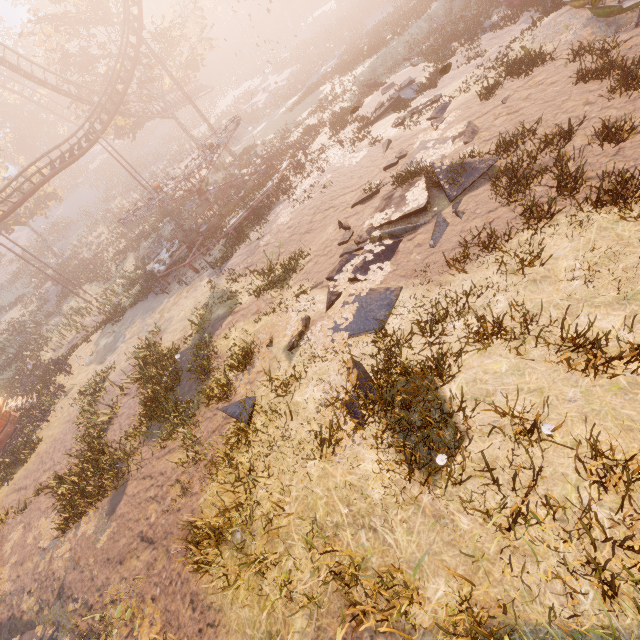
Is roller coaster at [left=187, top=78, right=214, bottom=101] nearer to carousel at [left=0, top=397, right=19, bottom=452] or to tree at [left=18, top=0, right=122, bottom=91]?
tree at [left=18, top=0, right=122, bottom=91]

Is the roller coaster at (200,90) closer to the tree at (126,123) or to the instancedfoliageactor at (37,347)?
the tree at (126,123)

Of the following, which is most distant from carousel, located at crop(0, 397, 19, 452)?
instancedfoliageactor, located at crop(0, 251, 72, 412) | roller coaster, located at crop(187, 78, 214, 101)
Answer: roller coaster, located at crop(187, 78, 214, 101)

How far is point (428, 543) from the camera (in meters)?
3.81

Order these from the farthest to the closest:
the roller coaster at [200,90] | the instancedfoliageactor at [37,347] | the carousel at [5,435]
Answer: the roller coaster at [200,90] < the instancedfoliageactor at [37,347] < the carousel at [5,435]

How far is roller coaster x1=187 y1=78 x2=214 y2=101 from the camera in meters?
40.6

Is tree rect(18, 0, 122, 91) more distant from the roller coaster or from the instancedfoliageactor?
the instancedfoliageactor

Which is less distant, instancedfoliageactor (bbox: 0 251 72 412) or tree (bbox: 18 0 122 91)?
instancedfoliageactor (bbox: 0 251 72 412)
